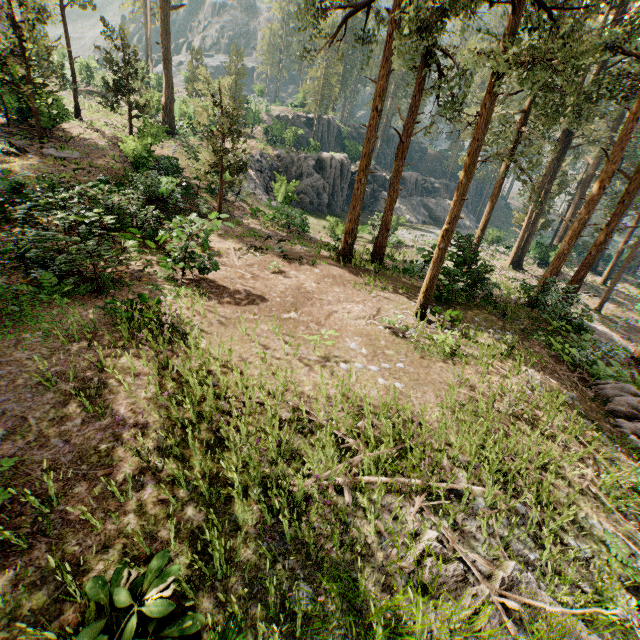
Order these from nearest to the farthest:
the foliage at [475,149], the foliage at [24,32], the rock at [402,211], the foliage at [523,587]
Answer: the foliage at [523,587] → the foliage at [475,149] → the foliage at [24,32] → the rock at [402,211]

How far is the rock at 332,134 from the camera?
34.50m

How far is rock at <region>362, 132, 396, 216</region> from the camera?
42.31m

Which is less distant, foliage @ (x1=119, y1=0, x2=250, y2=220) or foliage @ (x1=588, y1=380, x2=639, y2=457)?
foliage @ (x1=588, y1=380, x2=639, y2=457)

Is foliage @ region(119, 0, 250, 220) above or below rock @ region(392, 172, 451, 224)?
above

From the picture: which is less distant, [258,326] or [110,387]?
[110,387]

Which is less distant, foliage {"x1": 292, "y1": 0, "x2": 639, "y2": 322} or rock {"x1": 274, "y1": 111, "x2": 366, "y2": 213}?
foliage {"x1": 292, "y1": 0, "x2": 639, "y2": 322}
